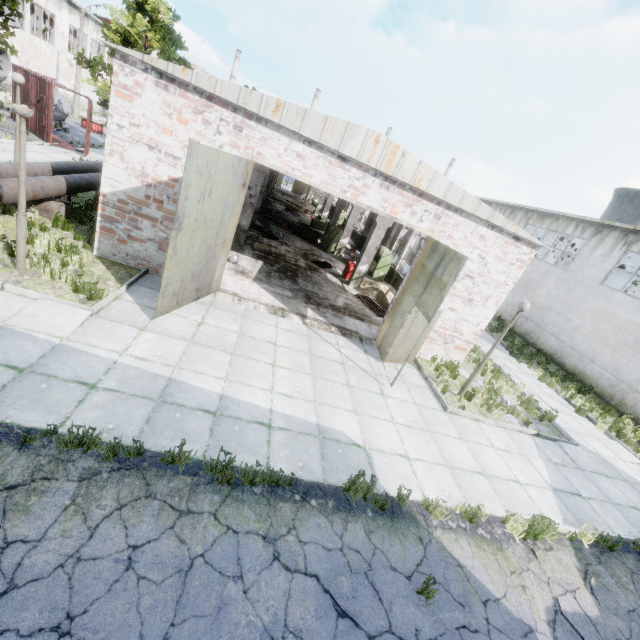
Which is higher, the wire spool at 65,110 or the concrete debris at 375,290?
the wire spool at 65,110

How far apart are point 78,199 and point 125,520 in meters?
13.3

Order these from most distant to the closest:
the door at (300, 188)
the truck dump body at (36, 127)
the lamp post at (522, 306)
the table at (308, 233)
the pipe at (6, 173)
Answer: the door at (300, 188) < the table at (308, 233) < the truck dump body at (36, 127) < the lamp post at (522, 306) < the pipe at (6, 173)

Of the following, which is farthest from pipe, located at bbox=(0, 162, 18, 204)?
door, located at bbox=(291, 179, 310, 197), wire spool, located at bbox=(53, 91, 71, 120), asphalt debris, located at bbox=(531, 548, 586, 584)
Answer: door, located at bbox=(291, 179, 310, 197)

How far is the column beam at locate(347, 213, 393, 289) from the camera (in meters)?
14.88

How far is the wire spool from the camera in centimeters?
2572cm

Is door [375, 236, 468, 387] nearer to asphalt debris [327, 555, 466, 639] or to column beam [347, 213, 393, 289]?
asphalt debris [327, 555, 466, 639]

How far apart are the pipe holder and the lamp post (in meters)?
13.64
